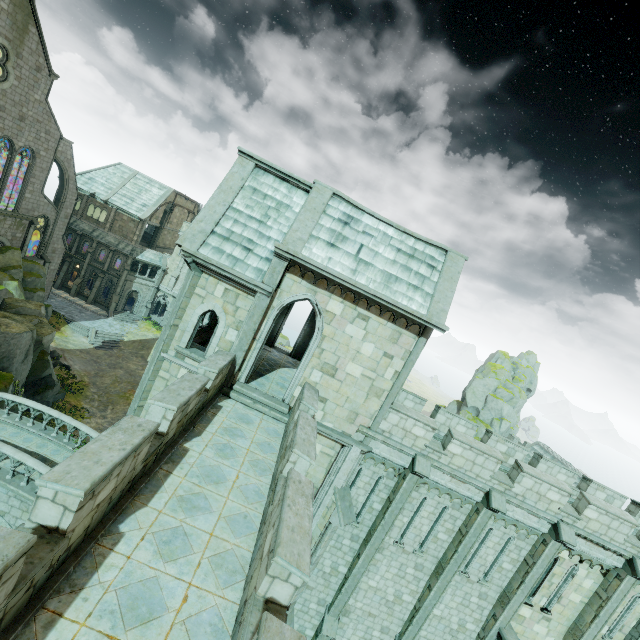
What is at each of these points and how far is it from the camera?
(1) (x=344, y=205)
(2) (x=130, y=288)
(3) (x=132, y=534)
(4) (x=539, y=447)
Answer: (1) building, 12.4m
(2) window, 48.1m
(3) building, 5.8m
(4) building, 40.2m

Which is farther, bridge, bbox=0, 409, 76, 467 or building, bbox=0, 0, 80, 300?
building, bbox=0, 0, 80, 300

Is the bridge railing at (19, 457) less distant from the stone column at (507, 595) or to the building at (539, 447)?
the stone column at (507, 595)

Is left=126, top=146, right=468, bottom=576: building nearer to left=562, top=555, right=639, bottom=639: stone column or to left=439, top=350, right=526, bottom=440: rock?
left=562, top=555, right=639, bottom=639: stone column

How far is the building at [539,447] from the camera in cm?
3434

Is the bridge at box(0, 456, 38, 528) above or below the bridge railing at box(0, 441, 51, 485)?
below

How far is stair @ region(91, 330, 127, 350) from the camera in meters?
39.6 m

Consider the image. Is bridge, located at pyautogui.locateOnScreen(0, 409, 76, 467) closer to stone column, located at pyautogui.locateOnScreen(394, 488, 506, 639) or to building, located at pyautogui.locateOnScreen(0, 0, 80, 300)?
building, located at pyautogui.locateOnScreen(0, 0, 80, 300)
